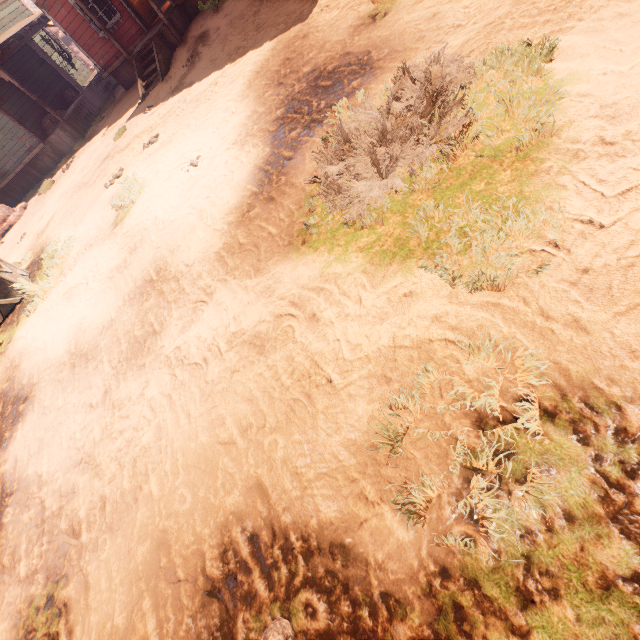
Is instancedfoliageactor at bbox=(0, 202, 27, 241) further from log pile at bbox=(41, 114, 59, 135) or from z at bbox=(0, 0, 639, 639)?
log pile at bbox=(41, 114, 59, 135)

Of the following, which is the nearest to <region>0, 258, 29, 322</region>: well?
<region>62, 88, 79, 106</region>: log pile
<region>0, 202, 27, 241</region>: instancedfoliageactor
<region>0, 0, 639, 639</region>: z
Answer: <region>0, 0, 639, 639</region>: z

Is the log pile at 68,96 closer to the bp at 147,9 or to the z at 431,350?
the z at 431,350

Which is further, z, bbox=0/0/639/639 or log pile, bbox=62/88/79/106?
log pile, bbox=62/88/79/106

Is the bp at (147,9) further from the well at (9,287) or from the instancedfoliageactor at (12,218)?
the well at (9,287)

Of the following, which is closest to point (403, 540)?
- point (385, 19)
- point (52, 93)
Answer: point (385, 19)

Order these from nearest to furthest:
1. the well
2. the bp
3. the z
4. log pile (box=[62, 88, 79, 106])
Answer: the z
the well
the bp
log pile (box=[62, 88, 79, 106])

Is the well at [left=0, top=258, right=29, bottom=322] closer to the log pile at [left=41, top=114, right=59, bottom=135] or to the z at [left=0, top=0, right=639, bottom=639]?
the z at [left=0, top=0, right=639, bottom=639]
